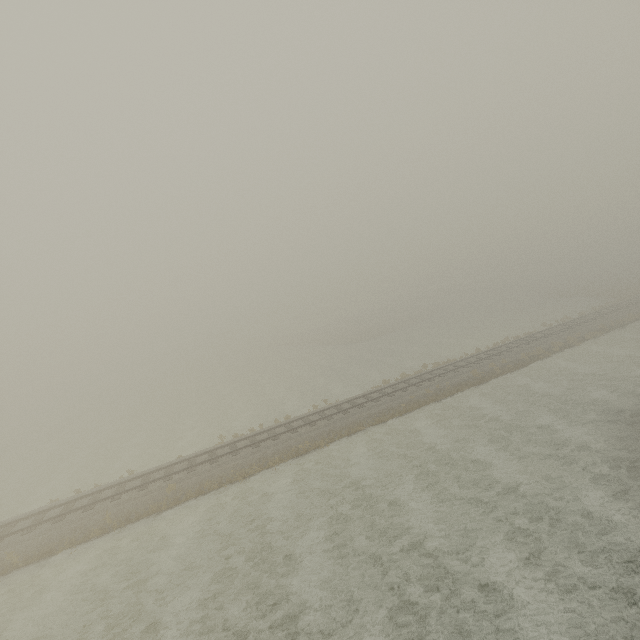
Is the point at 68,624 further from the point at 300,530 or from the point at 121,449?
the point at 121,449
